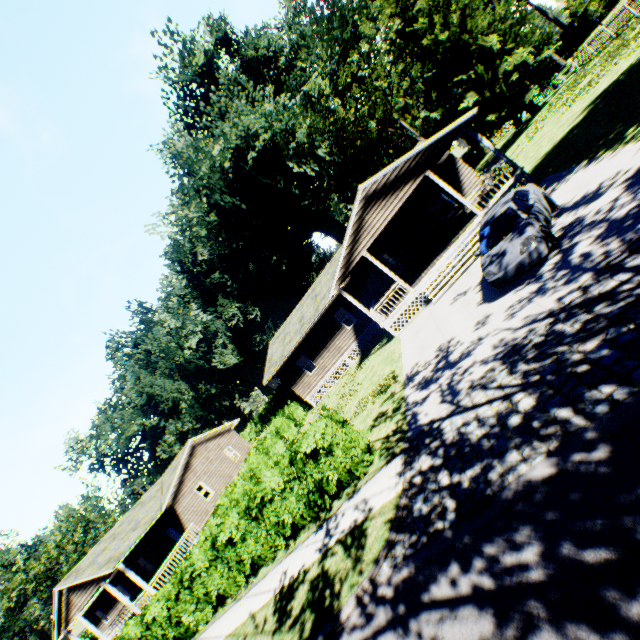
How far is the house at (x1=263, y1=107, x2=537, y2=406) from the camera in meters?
15.9 m

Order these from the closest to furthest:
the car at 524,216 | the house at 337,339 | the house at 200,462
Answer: the car at 524,216, the house at 337,339, the house at 200,462

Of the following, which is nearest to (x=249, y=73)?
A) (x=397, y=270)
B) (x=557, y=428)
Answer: (x=397, y=270)

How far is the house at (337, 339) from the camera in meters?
15.9 m

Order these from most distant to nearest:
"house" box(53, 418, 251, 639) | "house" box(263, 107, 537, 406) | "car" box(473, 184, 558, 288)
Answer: "house" box(53, 418, 251, 639) → "house" box(263, 107, 537, 406) → "car" box(473, 184, 558, 288)

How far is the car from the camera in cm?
883

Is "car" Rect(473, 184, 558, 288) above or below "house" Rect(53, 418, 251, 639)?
below

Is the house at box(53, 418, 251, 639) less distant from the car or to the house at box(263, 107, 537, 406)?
the house at box(263, 107, 537, 406)
